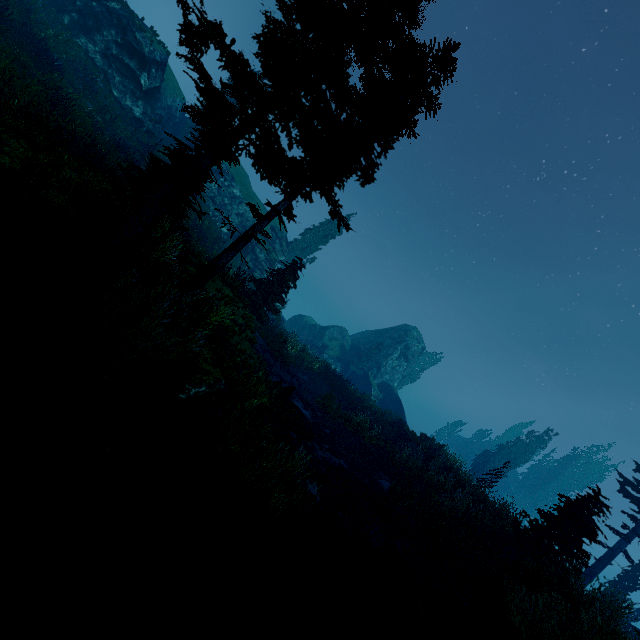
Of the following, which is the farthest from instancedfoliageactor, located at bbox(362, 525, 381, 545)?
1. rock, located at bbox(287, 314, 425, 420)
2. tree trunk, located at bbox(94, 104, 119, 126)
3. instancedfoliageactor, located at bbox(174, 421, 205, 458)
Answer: tree trunk, located at bbox(94, 104, 119, 126)

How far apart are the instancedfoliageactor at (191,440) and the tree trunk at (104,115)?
Answer: 20.88m

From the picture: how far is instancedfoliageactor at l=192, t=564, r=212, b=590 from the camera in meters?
4.2

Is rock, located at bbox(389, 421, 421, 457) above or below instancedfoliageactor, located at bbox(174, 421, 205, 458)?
above

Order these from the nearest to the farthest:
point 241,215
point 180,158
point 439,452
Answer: point 180,158 → point 439,452 → point 241,215

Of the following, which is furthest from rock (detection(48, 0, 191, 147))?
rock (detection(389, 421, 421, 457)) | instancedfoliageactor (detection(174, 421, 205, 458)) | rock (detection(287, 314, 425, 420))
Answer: instancedfoliageactor (detection(174, 421, 205, 458))

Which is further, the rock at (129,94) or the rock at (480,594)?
the rock at (129,94)

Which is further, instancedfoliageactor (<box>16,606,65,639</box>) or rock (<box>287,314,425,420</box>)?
rock (<box>287,314,425,420</box>)
